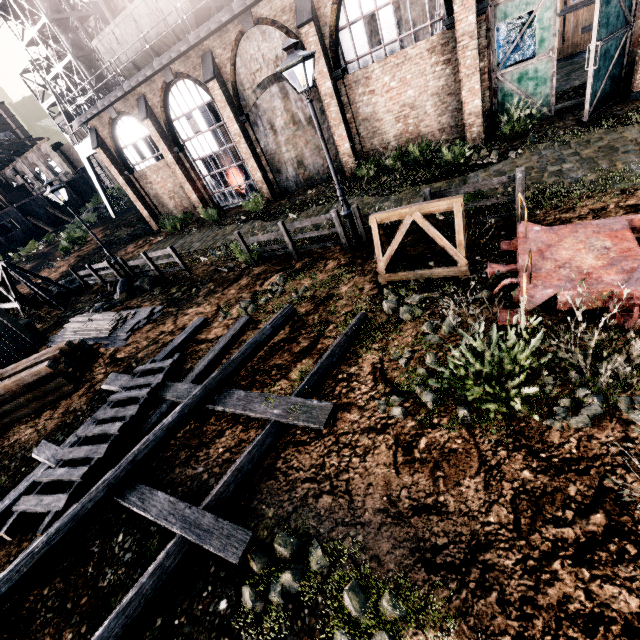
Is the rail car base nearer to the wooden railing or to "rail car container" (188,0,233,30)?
the wooden railing

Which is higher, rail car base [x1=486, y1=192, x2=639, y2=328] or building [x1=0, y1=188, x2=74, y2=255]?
building [x1=0, y1=188, x2=74, y2=255]

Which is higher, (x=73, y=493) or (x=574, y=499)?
(x=73, y=493)

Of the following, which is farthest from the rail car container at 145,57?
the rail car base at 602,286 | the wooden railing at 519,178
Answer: the rail car base at 602,286

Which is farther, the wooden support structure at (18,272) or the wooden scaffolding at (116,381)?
the wooden support structure at (18,272)

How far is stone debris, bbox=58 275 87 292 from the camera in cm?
2122

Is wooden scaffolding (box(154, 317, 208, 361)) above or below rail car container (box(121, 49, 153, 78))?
below

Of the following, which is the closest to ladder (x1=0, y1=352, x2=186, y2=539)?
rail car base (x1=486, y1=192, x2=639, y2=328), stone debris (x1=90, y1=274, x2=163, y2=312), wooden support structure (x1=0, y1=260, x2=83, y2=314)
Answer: stone debris (x1=90, y1=274, x2=163, y2=312)
